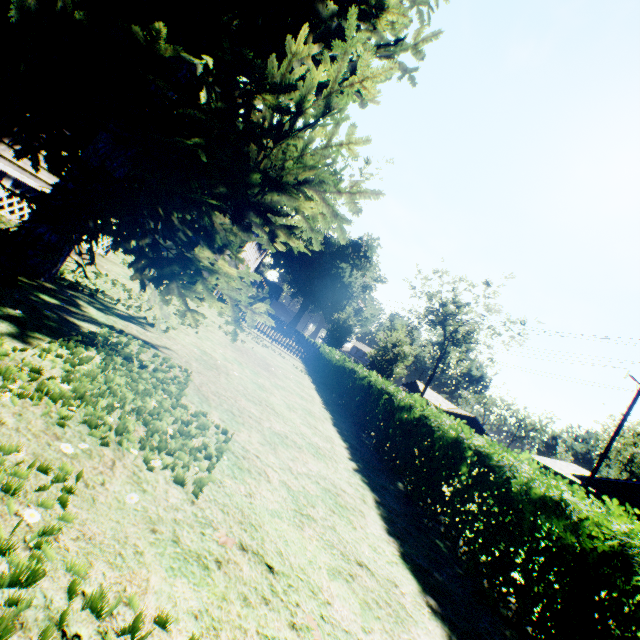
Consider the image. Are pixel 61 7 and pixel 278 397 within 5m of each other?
no

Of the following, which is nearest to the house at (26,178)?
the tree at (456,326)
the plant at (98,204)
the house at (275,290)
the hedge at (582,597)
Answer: the plant at (98,204)

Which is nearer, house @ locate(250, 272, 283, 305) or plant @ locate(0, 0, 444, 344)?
plant @ locate(0, 0, 444, 344)

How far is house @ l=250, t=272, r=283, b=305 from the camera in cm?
4184

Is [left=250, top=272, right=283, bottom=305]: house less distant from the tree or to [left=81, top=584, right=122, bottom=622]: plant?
[left=81, top=584, right=122, bottom=622]: plant

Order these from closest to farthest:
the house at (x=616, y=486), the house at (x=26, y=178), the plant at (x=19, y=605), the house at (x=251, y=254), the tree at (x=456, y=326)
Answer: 1. the plant at (x=19, y=605)
2. the house at (x=26, y=178)
3. the house at (x=616, y=486)
4. the house at (x=251, y=254)
5. the tree at (x=456, y=326)

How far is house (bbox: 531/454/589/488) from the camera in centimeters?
2788cm

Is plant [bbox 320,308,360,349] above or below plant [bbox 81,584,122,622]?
above
